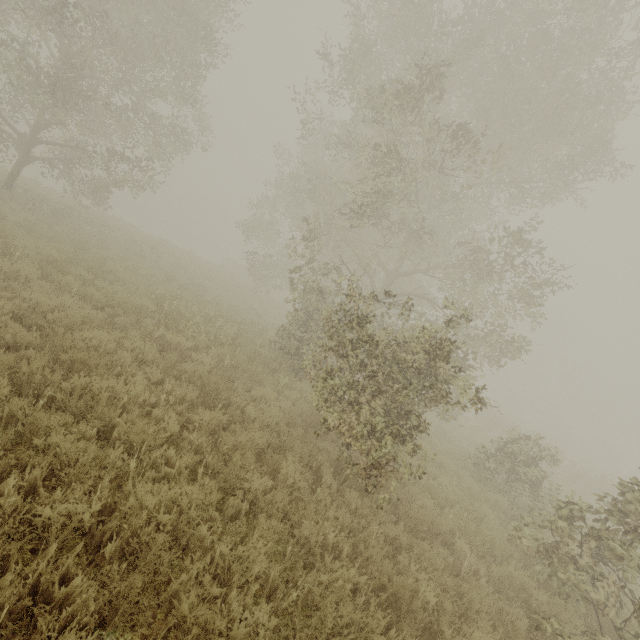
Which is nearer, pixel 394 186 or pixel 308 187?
pixel 394 186

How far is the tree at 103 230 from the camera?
15.86m

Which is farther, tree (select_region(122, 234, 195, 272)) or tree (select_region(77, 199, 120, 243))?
tree (select_region(122, 234, 195, 272))

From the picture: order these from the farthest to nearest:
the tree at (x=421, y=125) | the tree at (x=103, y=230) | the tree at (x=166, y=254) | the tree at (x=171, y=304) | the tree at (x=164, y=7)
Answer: the tree at (x=166, y=254), the tree at (x=103, y=230), the tree at (x=164, y=7), the tree at (x=171, y=304), the tree at (x=421, y=125)

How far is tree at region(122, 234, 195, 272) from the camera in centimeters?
1706cm

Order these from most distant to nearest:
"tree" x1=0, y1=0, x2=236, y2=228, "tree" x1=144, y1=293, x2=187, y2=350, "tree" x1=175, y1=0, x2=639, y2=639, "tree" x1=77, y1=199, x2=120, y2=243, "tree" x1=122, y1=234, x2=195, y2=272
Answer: "tree" x1=122, y1=234, x2=195, y2=272
"tree" x1=77, y1=199, x2=120, y2=243
"tree" x1=0, y1=0, x2=236, y2=228
"tree" x1=144, y1=293, x2=187, y2=350
"tree" x1=175, y1=0, x2=639, y2=639

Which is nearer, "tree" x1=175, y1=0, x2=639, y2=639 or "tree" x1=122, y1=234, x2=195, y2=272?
"tree" x1=175, y1=0, x2=639, y2=639
